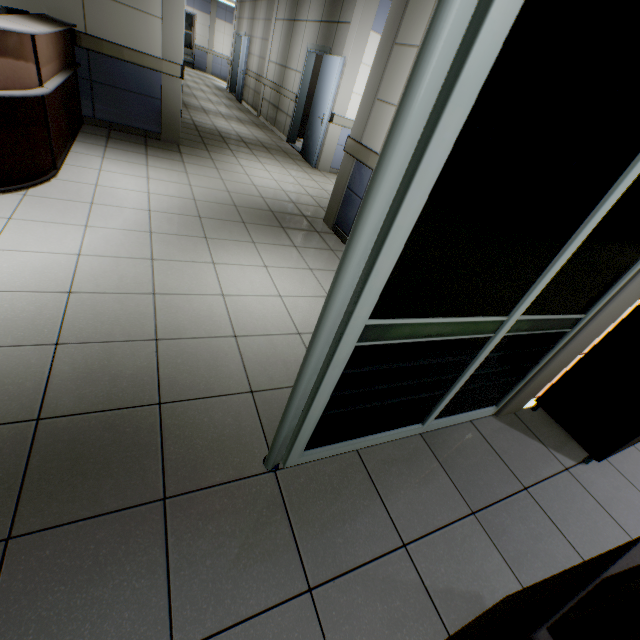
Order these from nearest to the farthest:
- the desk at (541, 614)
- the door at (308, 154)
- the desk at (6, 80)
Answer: the desk at (541, 614) → the desk at (6, 80) → the door at (308, 154)

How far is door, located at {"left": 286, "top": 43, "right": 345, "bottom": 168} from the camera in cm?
644

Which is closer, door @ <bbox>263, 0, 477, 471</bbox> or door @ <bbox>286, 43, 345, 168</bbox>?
door @ <bbox>263, 0, 477, 471</bbox>

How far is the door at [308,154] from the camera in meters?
6.4 m

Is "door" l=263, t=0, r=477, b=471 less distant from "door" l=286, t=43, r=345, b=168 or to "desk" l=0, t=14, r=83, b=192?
"desk" l=0, t=14, r=83, b=192

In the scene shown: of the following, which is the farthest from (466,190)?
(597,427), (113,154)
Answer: (113,154)

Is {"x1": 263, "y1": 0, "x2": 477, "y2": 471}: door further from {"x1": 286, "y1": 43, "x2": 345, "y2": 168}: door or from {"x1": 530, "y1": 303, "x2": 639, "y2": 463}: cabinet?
{"x1": 286, "y1": 43, "x2": 345, "y2": 168}: door

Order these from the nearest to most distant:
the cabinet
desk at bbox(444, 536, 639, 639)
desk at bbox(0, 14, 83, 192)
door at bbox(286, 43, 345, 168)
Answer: desk at bbox(444, 536, 639, 639) < the cabinet < desk at bbox(0, 14, 83, 192) < door at bbox(286, 43, 345, 168)
